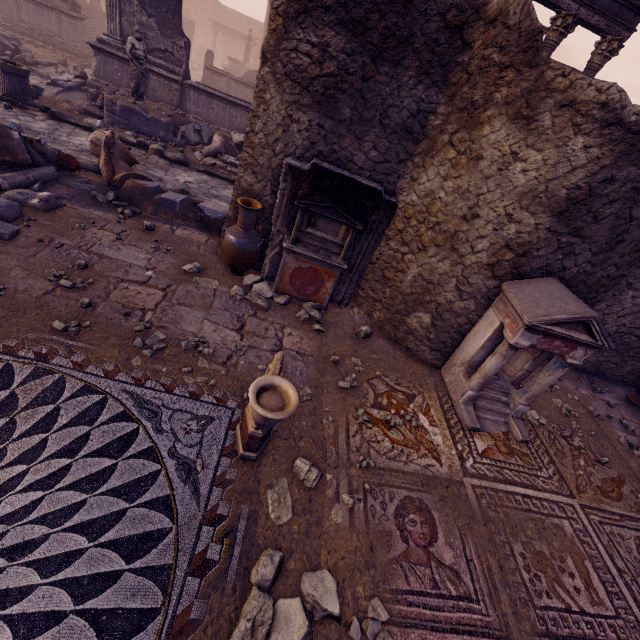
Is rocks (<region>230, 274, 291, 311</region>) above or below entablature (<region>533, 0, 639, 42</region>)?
below

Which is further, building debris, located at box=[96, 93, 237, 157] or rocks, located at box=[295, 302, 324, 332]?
building debris, located at box=[96, 93, 237, 157]

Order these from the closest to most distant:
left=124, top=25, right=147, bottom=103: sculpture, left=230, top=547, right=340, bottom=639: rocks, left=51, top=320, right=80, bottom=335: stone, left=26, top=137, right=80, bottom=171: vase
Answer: left=230, top=547, right=340, bottom=639: rocks, left=51, top=320, right=80, bottom=335: stone, left=26, top=137, right=80, bottom=171: vase, left=124, top=25, right=147, bottom=103: sculpture

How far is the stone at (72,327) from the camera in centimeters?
375cm

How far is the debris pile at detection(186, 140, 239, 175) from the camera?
9.7 meters

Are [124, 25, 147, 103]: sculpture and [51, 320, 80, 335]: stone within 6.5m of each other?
no

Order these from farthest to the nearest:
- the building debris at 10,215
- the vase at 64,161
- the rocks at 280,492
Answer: the vase at 64,161 < the building debris at 10,215 < the rocks at 280,492

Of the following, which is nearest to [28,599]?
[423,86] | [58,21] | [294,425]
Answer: [294,425]
